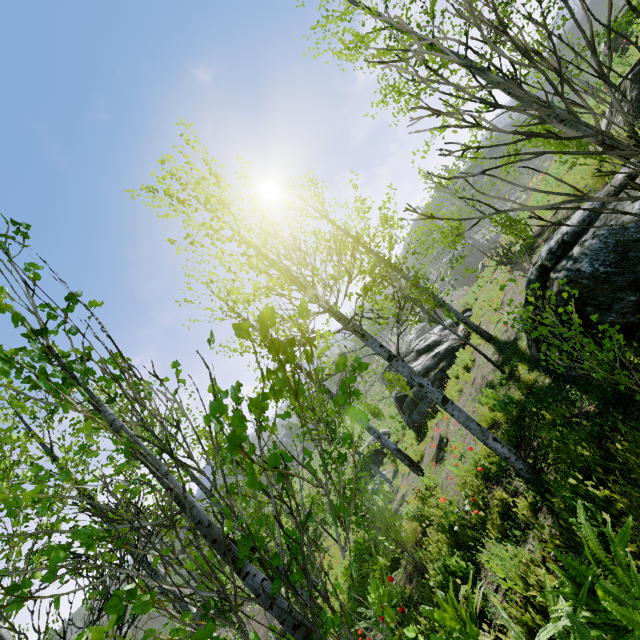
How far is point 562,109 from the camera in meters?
1.0 m

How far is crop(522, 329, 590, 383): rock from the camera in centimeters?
461cm

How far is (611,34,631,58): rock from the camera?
15.00m

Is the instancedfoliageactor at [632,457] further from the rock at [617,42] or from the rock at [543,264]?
the rock at [617,42]

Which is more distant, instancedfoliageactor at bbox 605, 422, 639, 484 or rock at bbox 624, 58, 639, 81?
rock at bbox 624, 58, 639, 81

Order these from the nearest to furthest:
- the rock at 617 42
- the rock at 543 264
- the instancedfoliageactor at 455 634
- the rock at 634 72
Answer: the instancedfoliageactor at 455 634
the rock at 543 264
the rock at 634 72
the rock at 617 42

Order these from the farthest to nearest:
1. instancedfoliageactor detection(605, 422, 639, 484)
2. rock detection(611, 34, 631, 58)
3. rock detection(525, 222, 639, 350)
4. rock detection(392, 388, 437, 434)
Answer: rock detection(611, 34, 631, 58), rock detection(392, 388, 437, 434), rock detection(525, 222, 639, 350), instancedfoliageactor detection(605, 422, 639, 484)
